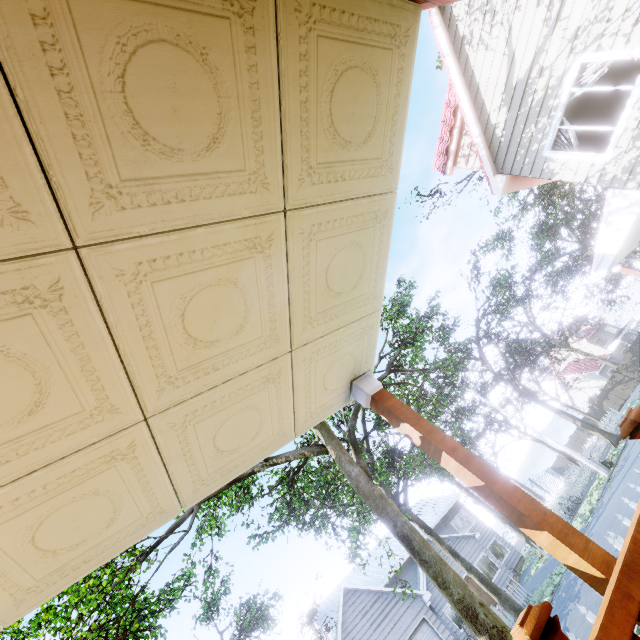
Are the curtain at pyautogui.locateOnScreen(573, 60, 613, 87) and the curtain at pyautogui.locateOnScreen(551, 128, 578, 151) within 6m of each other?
yes

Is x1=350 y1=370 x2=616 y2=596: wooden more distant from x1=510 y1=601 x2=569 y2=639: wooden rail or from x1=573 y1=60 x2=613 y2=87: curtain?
x1=573 y1=60 x2=613 y2=87: curtain

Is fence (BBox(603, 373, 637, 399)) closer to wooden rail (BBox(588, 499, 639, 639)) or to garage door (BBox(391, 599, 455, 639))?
garage door (BBox(391, 599, 455, 639))

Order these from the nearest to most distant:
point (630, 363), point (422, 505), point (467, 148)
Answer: point (467, 148), point (422, 505), point (630, 363)

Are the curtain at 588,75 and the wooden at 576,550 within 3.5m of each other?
no

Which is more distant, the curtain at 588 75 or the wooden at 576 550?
the curtain at 588 75

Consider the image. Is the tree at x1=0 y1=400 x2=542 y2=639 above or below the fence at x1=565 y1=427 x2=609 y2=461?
above

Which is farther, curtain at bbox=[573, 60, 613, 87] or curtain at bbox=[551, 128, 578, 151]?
curtain at bbox=[551, 128, 578, 151]
